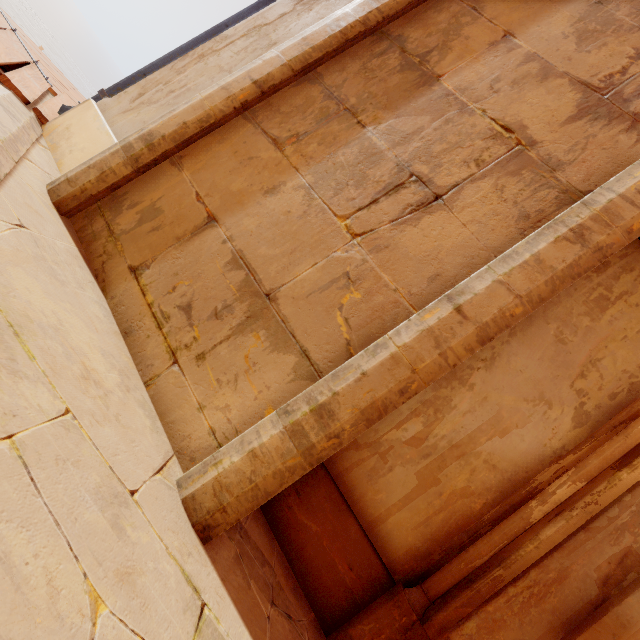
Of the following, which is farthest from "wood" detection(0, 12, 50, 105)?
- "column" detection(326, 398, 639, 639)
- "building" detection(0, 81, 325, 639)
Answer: "column" detection(326, 398, 639, 639)

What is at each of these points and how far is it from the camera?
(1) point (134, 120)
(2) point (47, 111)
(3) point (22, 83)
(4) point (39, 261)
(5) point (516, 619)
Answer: (1) column, 3.0 meters
(2) wood, 3.3 meters
(3) wood, 3.1 meters
(4) building, 1.8 meters
(5) column, 1.8 meters

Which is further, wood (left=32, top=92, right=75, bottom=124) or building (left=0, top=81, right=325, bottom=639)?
wood (left=32, top=92, right=75, bottom=124)

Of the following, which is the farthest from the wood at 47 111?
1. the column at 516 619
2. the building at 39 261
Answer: the column at 516 619

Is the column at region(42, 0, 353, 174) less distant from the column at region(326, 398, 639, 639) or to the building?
the building

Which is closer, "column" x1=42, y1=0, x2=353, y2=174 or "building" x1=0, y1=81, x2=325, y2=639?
"building" x1=0, y1=81, x2=325, y2=639

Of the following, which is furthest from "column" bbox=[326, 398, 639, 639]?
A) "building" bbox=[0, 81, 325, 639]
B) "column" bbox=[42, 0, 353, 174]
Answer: "column" bbox=[42, 0, 353, 174]

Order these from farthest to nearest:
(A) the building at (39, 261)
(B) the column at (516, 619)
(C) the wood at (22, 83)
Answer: (C) the wood at (22, 83)
(B) the column at (516, 619)
(A) the building at (39, 261)
